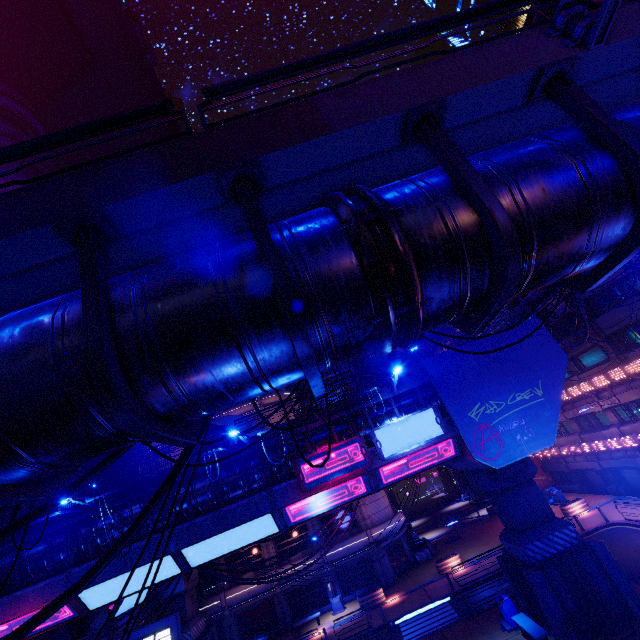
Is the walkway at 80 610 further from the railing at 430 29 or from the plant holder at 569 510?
the railing at 430 29

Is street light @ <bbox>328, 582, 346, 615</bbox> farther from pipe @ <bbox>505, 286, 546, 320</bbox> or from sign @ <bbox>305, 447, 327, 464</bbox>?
sign @ <bbox>305, 447, 327, 464</bbox>

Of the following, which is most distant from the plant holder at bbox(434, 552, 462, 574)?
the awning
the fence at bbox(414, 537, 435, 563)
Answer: the awning

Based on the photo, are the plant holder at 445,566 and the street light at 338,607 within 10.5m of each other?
yes

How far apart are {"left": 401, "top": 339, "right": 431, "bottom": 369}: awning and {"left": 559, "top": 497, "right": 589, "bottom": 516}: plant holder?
17.79m

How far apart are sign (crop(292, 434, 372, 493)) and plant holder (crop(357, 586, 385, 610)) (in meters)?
19.13

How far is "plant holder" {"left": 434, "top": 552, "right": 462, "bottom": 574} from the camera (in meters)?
27.28

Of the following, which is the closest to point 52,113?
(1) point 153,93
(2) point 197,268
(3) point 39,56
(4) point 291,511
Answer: (3) point 39,56
